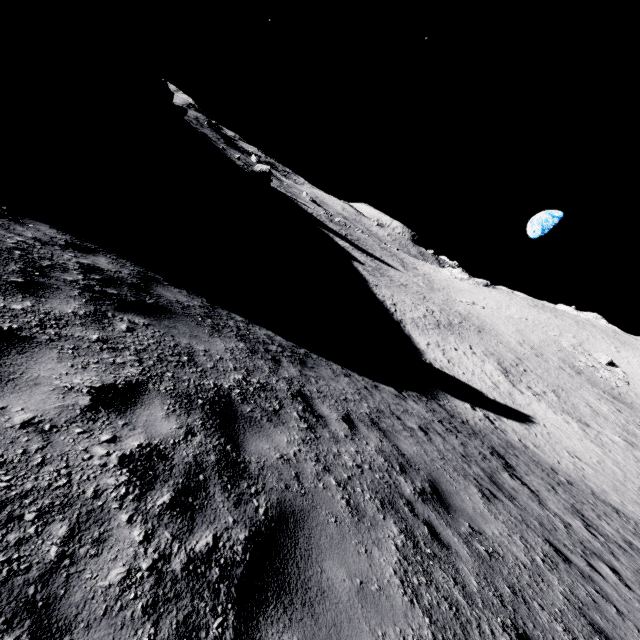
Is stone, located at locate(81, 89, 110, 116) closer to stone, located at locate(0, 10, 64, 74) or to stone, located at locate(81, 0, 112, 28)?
stone, located at locate(0, 10, 64, 74)

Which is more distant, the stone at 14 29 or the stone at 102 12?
the stone at 102 12

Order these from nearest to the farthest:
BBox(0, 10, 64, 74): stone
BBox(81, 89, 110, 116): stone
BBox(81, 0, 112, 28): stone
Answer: BBox(0, 10, 64, 74): stone, BBox(81, 89, 110, 116): stone, BBox(81, 0, 112, 28): stone

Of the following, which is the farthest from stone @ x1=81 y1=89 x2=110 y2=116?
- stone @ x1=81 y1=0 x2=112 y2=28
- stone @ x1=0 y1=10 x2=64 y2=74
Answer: stone @ x1=81 y1=0 x2=112 y2=28

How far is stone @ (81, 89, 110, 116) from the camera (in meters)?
37.90

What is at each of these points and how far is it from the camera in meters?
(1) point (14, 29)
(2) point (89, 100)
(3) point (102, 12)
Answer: (1) stone, 33.0 m
(2) stone, 38.4 m
(3) stone, 58.8 m

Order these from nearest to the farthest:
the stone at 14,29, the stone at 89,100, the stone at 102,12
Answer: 1. the stone at 14,29
2. the stone at 89,100
3. the stone at 102,12
